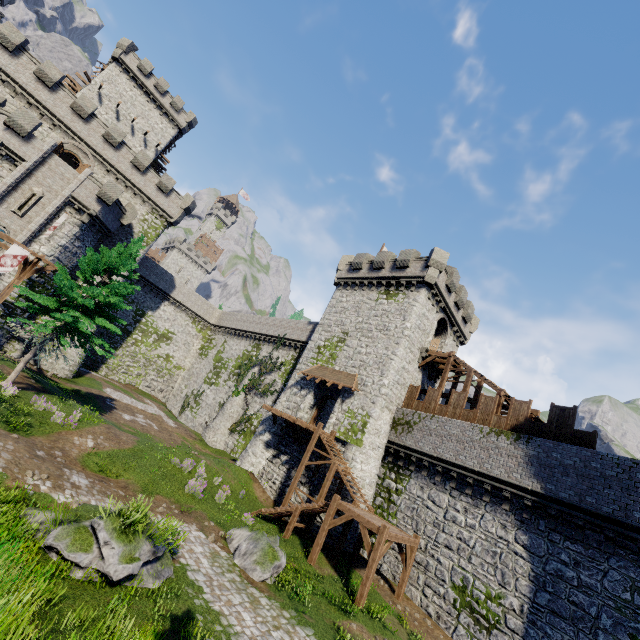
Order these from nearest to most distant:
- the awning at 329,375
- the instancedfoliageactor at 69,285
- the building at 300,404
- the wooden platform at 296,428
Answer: the instancedfoliageactor at 69,285
the wooden platform at 296,428
the building at 300,404
the awning at 329,375

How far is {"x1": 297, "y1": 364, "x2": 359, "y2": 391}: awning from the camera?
24.46m

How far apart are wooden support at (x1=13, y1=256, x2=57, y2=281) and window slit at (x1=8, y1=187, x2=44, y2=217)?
8.9m

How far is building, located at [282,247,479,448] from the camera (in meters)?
23.89

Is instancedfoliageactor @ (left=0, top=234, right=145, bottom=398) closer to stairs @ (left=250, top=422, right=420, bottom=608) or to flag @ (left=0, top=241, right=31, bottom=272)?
flag @ (left=0, top=241, right=31, bottom=272)

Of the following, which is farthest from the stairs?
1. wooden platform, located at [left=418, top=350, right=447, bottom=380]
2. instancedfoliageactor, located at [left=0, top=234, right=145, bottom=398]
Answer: instancedfoliageactor, located at [left=0, top=234, right=145, bottom=398]

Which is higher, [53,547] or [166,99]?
[166,99]

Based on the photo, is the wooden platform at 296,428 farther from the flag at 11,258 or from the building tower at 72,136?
the building tower at 72,136
